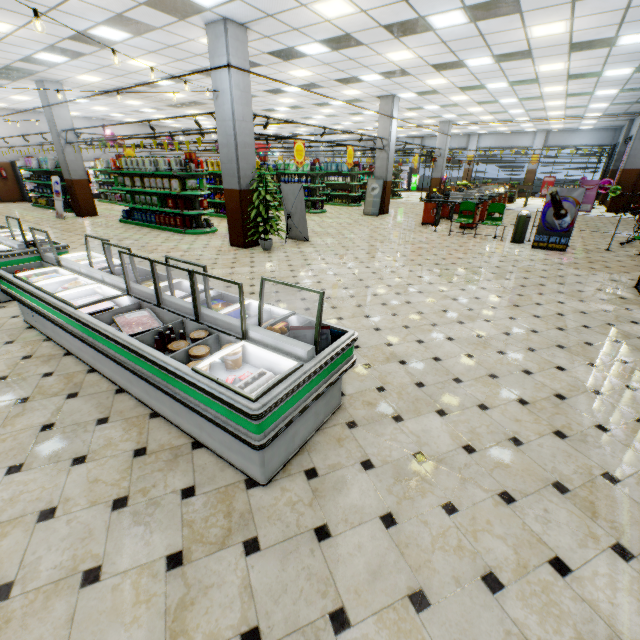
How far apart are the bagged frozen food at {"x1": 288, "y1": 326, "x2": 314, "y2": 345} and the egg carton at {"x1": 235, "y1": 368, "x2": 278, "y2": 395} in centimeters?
29cm

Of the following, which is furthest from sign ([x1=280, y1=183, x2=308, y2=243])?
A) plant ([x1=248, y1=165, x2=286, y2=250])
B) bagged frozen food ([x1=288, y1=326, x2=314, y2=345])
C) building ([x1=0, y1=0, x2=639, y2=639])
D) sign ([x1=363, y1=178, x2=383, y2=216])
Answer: bagged frozen food ([x1=288, y1=326, x2=314, y2=345])

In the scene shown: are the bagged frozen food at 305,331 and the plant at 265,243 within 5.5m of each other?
no

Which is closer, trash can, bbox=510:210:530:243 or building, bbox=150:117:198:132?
trash can, bbox=510:210:530:243

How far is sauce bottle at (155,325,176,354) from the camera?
2.69m

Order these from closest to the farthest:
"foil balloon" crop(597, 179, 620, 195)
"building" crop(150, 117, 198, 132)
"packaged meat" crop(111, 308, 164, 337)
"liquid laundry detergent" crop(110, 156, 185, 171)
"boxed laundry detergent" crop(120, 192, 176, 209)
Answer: "packaged meat" crop(111, 308, 164, 337) < "liquid laundry detergent" crop(110, 156, 185, 171) < "boxed laundry detergent" crop(120, 192, 176, 209) < "foil balloon" crop(597, 179, 620, 195) < "building" crop(150, 117, 198, 132)

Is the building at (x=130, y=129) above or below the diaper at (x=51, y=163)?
above

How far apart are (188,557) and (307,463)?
1.0 meters
